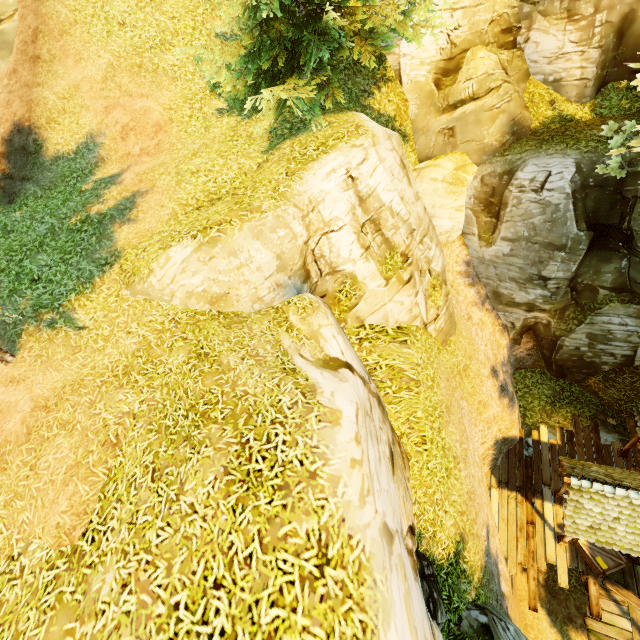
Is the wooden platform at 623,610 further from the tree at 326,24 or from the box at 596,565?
the tree at 326,24

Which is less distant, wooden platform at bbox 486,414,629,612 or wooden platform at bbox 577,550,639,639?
wooden platform at bbox 577,550,639,639

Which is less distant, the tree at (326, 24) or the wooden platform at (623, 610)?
the tree at (326, 24)

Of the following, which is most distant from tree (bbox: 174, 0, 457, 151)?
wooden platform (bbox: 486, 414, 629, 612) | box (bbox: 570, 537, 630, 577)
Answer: box (bbox: 570, 537, 630, 577)

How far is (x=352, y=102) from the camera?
12.6m

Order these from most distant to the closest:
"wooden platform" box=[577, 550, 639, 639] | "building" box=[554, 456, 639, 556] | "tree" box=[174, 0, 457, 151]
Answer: "wooden platform" box=[577, 550, 639, 639] < "building" box=[554, 456, 639, 556] < "tree" box=[174, 0, 457, 151]

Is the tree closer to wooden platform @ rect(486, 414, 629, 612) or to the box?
wooden platform @ rect(486, 414, 629, 612)

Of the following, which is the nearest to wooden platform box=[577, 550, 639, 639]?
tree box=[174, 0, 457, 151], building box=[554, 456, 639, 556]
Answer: building box=[554, 456, 639, 556]
